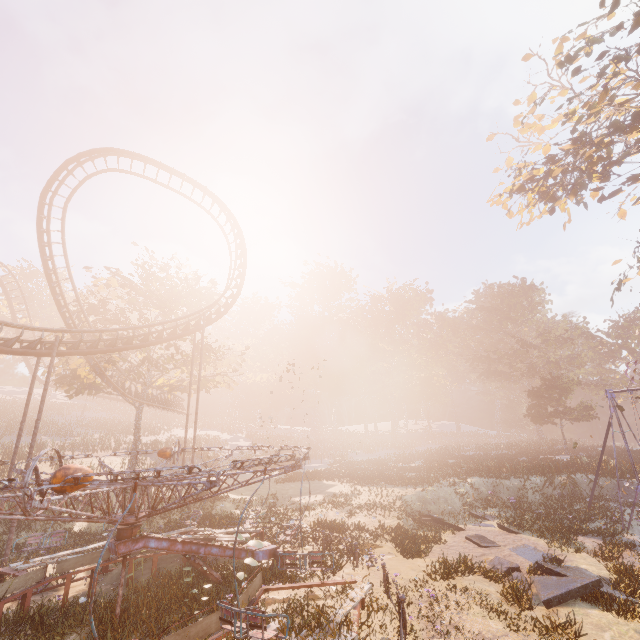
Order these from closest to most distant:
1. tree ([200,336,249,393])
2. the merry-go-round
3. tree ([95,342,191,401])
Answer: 1. the merry-go-round
2. tree ([95,342,191,401])
3. tree ([200,336,249,393])

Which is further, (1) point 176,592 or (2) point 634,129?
(2) point 634,129

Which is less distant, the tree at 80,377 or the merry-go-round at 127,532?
the merry-go-round at 127,532

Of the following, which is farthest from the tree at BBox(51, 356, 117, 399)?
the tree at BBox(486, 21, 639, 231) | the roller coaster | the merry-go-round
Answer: the tree at BBox(486, 21, 639, 231)

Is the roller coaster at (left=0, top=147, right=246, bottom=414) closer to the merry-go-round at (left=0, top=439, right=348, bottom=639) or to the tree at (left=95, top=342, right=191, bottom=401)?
the tree at (left=95, top=342, right=191, bottom=401)

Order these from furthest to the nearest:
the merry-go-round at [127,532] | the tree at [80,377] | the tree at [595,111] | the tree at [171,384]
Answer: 1. the tree at [171,384]
2. the tree at [80,377]
3. the tree at [595,111]
4. the merry-go-round at [127,532]

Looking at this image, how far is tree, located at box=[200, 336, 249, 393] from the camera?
29.1m
